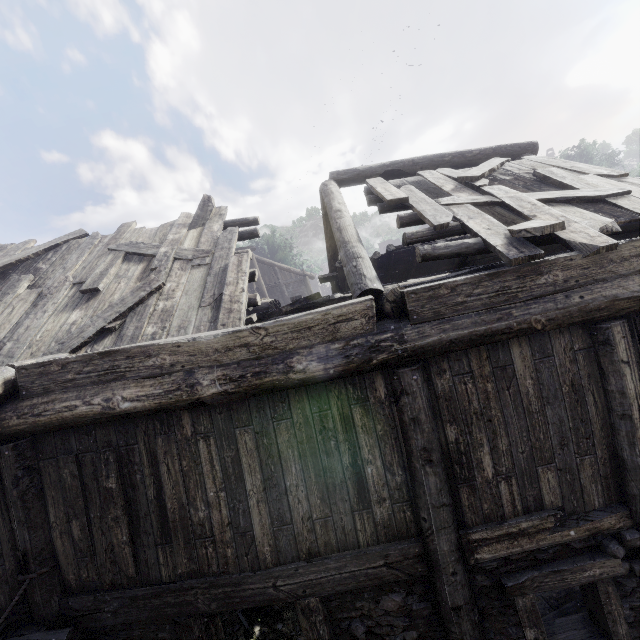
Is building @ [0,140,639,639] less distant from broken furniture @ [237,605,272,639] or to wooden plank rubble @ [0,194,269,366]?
wooden plank rubble @ [0,194,269,366]

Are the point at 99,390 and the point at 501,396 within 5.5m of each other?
yes

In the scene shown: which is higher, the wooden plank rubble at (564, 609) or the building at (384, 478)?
the building at (384, 478)

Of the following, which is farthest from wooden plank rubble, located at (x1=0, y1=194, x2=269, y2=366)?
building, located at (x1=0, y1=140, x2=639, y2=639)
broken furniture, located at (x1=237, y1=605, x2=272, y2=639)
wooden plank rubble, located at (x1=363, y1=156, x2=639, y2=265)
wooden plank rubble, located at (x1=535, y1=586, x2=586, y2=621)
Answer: wooden plank rubble, located at (x1=535, y1=586, x2=586, y2=621)

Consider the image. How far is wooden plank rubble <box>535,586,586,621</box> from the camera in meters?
5.5

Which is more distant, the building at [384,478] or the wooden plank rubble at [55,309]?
the wooden plank rubble at [55,309]

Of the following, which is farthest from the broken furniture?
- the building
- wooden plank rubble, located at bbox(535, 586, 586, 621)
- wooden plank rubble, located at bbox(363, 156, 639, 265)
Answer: wooden plank rubble, located at bbox(363, 156, 639, 265)

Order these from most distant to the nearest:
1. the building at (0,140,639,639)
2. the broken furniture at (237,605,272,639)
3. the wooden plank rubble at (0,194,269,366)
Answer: the broken furniture at (237,605,272,639) → the wooden plank rubble at (0,194,269,366) → the building at (0,140,639,639)
